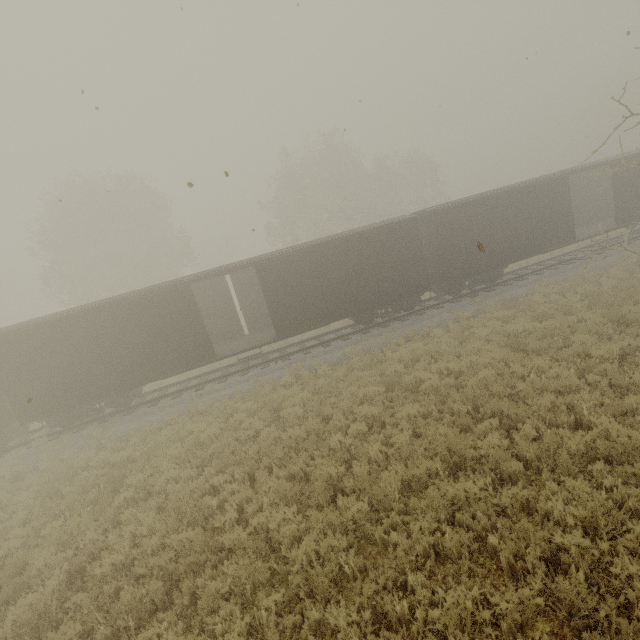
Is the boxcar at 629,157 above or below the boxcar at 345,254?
above

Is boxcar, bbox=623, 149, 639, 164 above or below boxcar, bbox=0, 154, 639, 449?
above

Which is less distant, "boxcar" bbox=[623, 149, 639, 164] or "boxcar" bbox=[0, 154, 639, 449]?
"boxcar" bbox=[0, 154, 639, 449]

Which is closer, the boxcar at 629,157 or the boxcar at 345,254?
the boxcar at 345,254

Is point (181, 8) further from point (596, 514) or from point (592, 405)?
point (592, 405)
